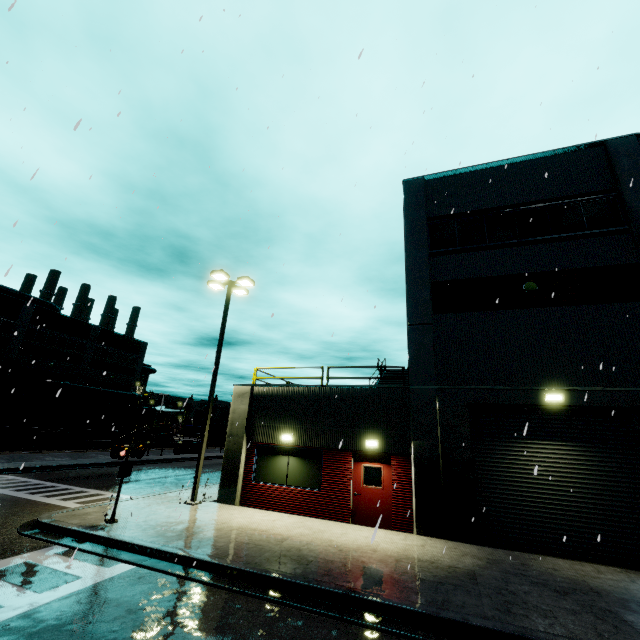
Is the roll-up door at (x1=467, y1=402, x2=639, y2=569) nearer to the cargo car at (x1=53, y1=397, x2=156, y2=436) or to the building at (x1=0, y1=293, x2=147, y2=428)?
the building at (x1=0, y1=293, x2=147, y2=428)

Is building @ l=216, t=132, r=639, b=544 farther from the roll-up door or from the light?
the light

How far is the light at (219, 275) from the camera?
13.2 meters

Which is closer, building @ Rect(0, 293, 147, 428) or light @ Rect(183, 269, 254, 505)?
light @ Rect(183, 269, 254, 505)

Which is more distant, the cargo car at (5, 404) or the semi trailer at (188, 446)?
the semi trailer at (188, 446)

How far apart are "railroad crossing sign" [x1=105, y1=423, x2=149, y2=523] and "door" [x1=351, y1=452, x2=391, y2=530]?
6.9m

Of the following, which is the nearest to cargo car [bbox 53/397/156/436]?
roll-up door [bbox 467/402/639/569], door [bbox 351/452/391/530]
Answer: door [bbox 351/452/391/530]

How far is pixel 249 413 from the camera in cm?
1439
